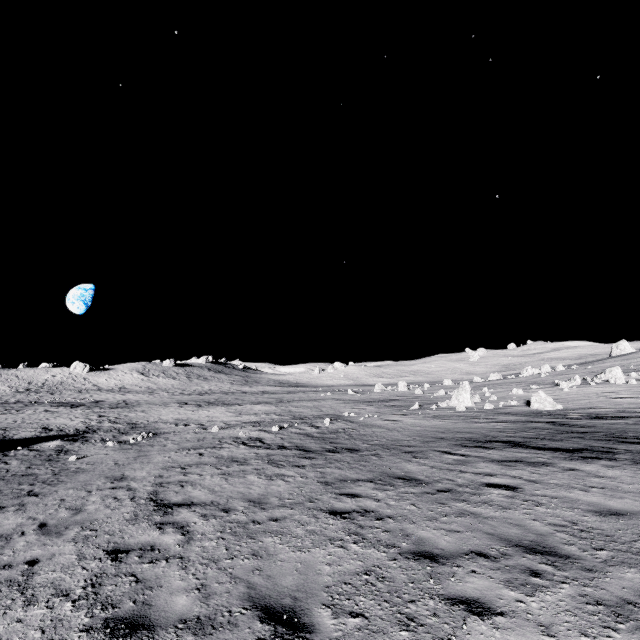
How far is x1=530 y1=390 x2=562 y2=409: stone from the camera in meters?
21.5

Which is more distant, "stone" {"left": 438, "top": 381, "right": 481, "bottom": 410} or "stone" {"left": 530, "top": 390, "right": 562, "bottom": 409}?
"stone" {"left": 438, "top": 381, "right": 481, "bottom": 410}

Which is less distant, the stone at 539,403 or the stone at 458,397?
the stone at 539,403

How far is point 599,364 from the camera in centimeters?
4484cm

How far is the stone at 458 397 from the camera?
25.83m

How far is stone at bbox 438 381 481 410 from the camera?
25.8m
